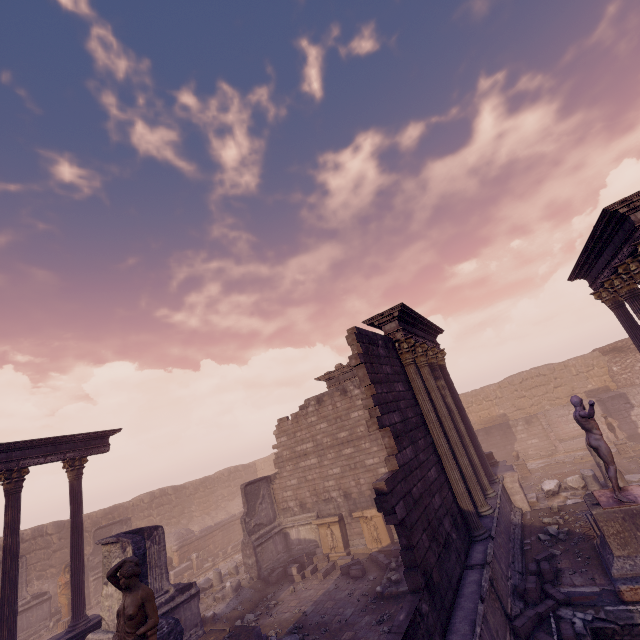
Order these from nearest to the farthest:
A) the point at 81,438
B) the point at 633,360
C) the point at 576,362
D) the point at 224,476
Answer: the point at 81,438
the point at 633,360
the point at 576,362
the point at 224,476

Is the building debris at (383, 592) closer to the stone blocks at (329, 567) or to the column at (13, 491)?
the stone blocks at (329, 567)

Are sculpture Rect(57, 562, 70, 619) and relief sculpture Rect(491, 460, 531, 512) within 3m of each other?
no

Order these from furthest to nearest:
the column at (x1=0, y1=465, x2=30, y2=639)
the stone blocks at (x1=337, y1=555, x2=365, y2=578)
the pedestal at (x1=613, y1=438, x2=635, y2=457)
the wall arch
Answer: the wall arch < the pedestal at (x1=613, y1=438, x2=635, y2=457) < the stone blocks at (x1=337, y1=555, x2=365, y2=578) < the column at (x1=0, y1=465, x2=30, y2=639)

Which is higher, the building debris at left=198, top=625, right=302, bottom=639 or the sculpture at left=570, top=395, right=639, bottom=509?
the sculpture at left=570, top=395, right=639, bottom=509

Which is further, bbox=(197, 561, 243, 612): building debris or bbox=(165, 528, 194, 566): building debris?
bbox=(165, 528, 194, 566): building debris

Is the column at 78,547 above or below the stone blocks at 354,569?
above

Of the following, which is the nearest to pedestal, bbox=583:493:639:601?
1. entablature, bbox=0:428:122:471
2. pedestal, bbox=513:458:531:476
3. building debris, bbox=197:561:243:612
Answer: pedestal, bbox=513:458:531:476
